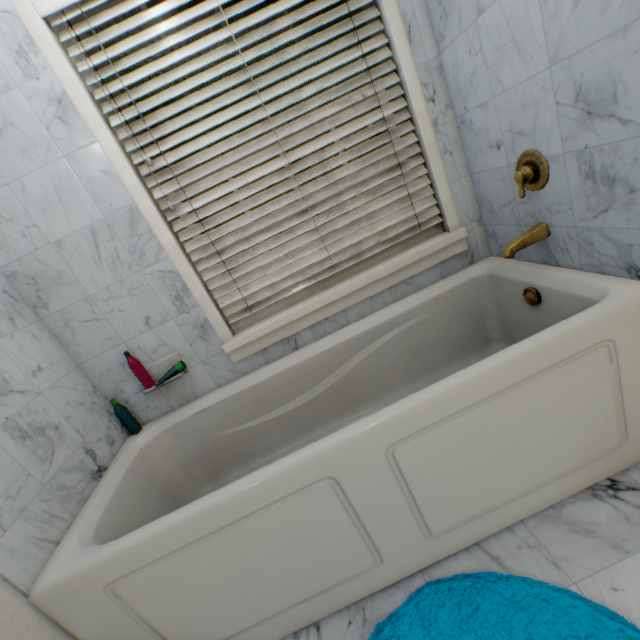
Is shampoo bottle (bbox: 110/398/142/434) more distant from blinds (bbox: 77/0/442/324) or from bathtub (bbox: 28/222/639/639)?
blinds (bbox: 77/0/442/324)

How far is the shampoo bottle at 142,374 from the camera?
1.5 meters

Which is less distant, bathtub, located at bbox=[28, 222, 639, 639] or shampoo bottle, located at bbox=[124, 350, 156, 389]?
bathtub, located at bbox=[28, 222, 639, 639]

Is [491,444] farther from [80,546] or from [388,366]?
[80,546]

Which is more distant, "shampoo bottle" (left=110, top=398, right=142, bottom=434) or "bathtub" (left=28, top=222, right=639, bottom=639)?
"shampoo bottle" (left=110, top=398, right=142, bottom=434)

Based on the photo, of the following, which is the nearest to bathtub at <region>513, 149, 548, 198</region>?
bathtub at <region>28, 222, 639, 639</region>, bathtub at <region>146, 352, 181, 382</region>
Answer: bathtub at <region>28, 222, 639, 639</region>

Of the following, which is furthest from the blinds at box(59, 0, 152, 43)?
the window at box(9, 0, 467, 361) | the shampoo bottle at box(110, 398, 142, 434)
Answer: the shampoo bottle at box(110, 398, 142, 434)

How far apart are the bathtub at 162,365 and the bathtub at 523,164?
1.62m
